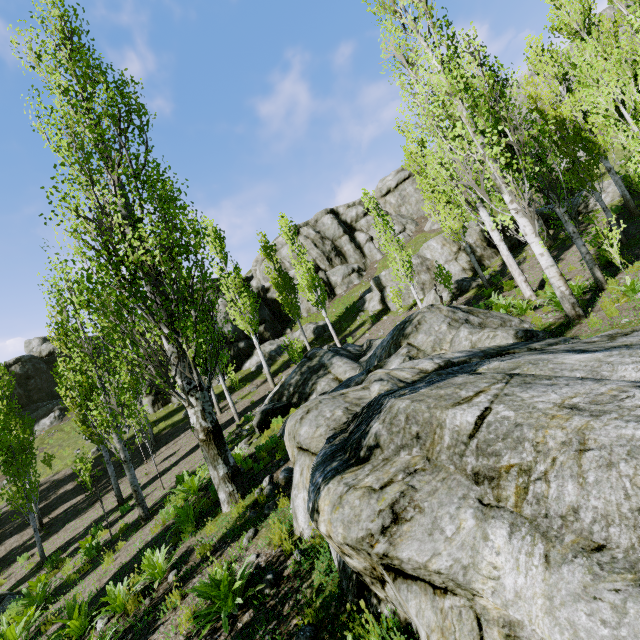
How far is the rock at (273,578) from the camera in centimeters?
442cm

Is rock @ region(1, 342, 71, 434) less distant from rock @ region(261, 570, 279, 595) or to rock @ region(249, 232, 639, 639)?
rock @ region(249, 232, 639, 639)

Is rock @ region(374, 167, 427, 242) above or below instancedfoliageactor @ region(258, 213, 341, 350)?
above

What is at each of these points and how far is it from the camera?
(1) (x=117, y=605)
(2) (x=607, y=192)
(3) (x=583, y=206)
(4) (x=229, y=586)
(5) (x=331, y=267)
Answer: (1) instancedfoliageactor, 6.0m
(2) rock, 18.9m
(3) rock, 19.7m
(4) instancedfoliageactor, 4.5m
(5) rock, 36.3m

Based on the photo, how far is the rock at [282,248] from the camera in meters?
35.3 m

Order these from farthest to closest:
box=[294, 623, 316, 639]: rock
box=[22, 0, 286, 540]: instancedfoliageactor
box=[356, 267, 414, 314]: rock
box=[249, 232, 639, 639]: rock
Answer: box=[356, 267, 414, 314]: rock, box=[22, 0, 286, 540]: instancedfoliageactor, box=[294, 623, 316, 639]: rock, box=[249, 232, 639, 639]: rock

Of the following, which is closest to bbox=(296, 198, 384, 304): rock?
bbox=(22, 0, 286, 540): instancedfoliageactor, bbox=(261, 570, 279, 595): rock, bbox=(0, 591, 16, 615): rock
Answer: bbox=(22, 0, 286, 540): instancedfoliageactor

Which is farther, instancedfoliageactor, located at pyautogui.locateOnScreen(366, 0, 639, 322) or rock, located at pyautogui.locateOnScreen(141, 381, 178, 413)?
rock, located at pyautogui.locateOnScreen(141, 381, 178, 413)
